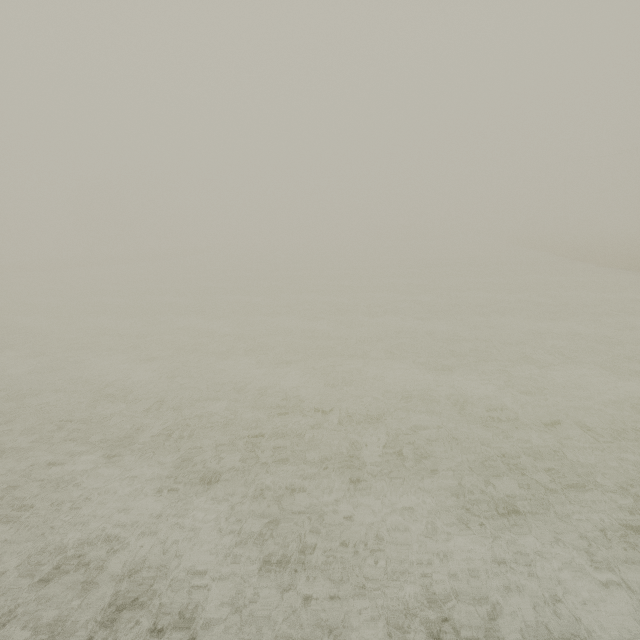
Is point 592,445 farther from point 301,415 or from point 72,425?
point 72,425
